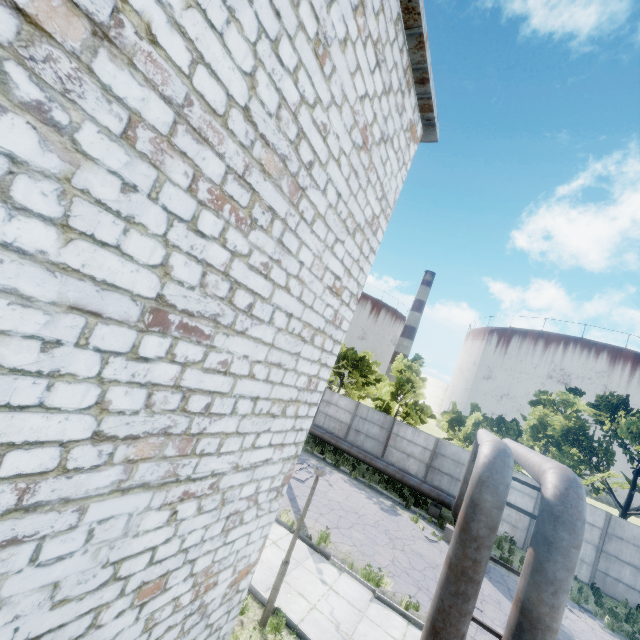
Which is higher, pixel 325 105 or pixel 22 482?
pixel 325 105
